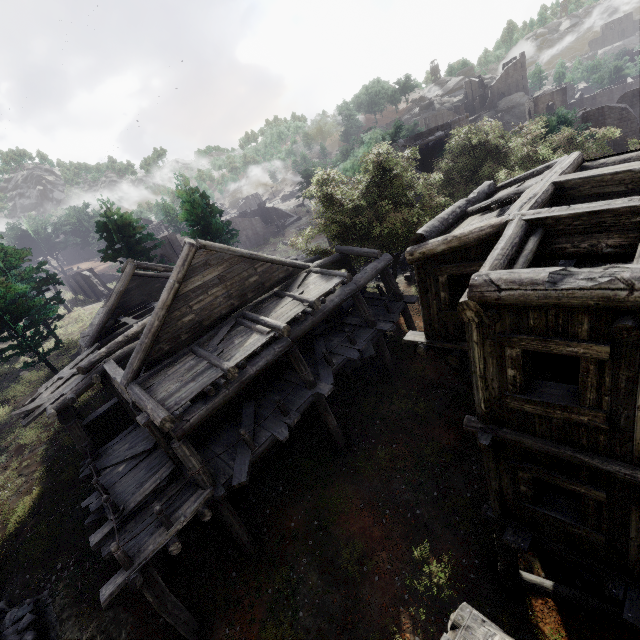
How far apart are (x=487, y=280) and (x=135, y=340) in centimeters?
2386cm

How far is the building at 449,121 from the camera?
29.9m

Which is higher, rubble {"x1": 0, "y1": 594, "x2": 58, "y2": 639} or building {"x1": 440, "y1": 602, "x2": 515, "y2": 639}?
building {"x1": 440, "y1": 602, "x2": 515, "y2": 639}

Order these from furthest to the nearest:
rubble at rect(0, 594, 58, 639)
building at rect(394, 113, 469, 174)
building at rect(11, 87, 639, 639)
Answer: building at rect(394, 113, 469, 174) → rubble at rect(0, 594, 58, 639) → building at rect(11, 87, 639, 639)

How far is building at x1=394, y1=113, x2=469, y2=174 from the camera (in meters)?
29.87

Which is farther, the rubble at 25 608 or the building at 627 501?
the rubble at 25 608

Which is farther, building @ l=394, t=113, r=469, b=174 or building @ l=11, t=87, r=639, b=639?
building @ l=394, t=113, r=469, b=174
